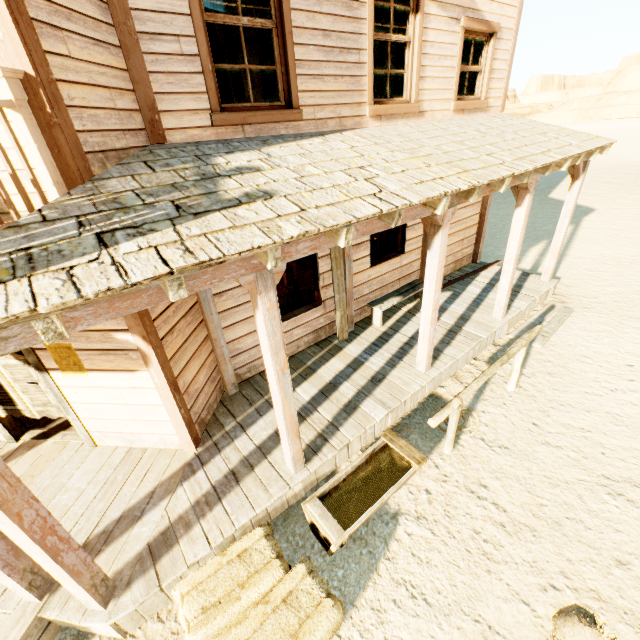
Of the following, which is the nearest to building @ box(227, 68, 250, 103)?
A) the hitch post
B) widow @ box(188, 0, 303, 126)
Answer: widow @ box(188, 0, 303, 126)

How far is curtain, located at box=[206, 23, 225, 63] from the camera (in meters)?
3.59

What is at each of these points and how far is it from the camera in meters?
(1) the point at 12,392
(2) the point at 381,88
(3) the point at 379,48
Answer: (1) door, 4.1 m
(2) building, 9.1 m
(3) building, 8.7 m

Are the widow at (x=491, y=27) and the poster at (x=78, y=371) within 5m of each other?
no

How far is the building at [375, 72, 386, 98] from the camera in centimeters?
895cm

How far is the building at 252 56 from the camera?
10.55m

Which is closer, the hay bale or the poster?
the hay bale

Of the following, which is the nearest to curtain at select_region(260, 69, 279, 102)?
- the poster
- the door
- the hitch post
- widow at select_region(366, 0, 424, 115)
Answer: widow at select_region(366, 0, 424, 115)
